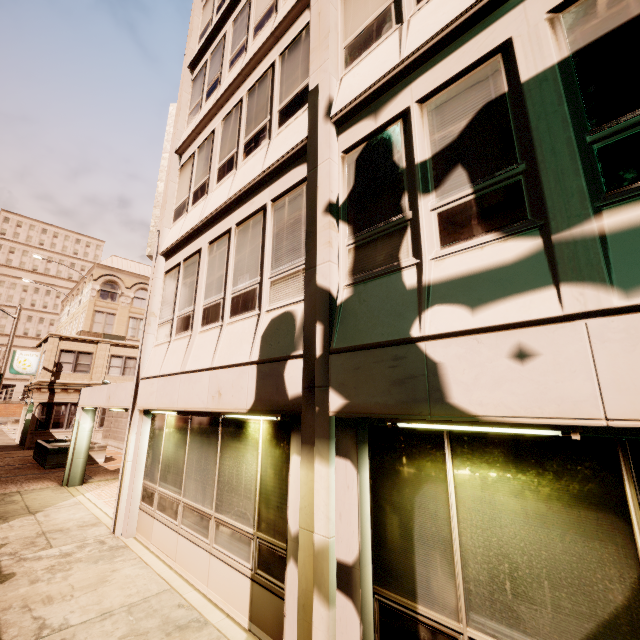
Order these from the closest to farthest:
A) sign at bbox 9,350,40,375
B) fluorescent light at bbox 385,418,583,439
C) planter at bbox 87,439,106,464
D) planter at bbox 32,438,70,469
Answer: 1. fluorescent light at bbox 385,418,583,439
2. planter at bbox 32,438,70,469
3. planter at bbox 87,439,106,464
4. sign at bbox 9,350,40,375

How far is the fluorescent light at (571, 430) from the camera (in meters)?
2.43

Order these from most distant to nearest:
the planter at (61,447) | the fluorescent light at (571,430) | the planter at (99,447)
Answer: the planter at (99,447) < the planter at (61,447) < the fluorescent light at (571,430)

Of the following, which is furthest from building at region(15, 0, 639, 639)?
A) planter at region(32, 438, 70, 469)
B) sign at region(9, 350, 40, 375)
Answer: planter at region(32, 438, 70, 469)

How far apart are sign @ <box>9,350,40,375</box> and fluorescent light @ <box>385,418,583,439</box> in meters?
32.1 m

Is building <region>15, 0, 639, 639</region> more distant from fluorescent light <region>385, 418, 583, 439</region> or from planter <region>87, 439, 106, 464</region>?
planter <region>87, 439, 106, 464</region>

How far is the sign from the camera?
24.7 meters

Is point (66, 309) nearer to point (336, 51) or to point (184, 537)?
point (184, 537)
